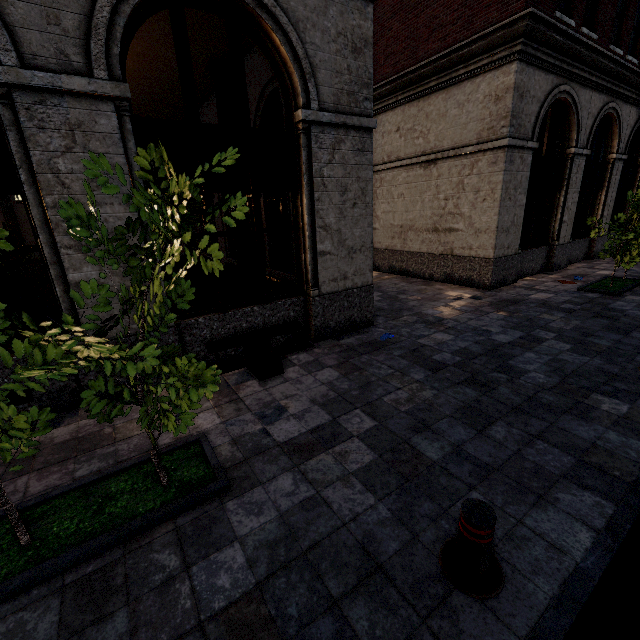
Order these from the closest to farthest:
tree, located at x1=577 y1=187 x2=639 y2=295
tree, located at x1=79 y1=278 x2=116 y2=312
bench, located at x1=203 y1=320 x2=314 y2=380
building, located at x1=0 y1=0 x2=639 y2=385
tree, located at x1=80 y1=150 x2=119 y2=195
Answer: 1. tree, located at x1=80 y1=150 x2=119 y2=195
2. tree, located at x1=79 y1=278 x2=116 y2=312
3. building, located at x1=0 y1=0 x2=639 y2=385
4. bench, located at x1=203 y1=320 x2=314 y2=380
5. tree, located at x1=577 y1=187 x2=639 y2=295

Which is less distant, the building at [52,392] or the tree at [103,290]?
the tree at [103,290]

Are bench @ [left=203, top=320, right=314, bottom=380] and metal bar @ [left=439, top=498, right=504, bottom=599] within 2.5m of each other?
no

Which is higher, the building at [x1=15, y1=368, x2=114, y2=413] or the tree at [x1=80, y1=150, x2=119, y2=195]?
the tree at [x1=80, y1=150, x2=119, y2=195]

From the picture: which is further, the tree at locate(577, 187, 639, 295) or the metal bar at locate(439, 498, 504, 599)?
the tree at locate(577, 187, 639, 295)

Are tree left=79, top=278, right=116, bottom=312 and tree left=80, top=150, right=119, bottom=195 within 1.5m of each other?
yes

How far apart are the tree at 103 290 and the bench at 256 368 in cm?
245

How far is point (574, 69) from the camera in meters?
9.8
